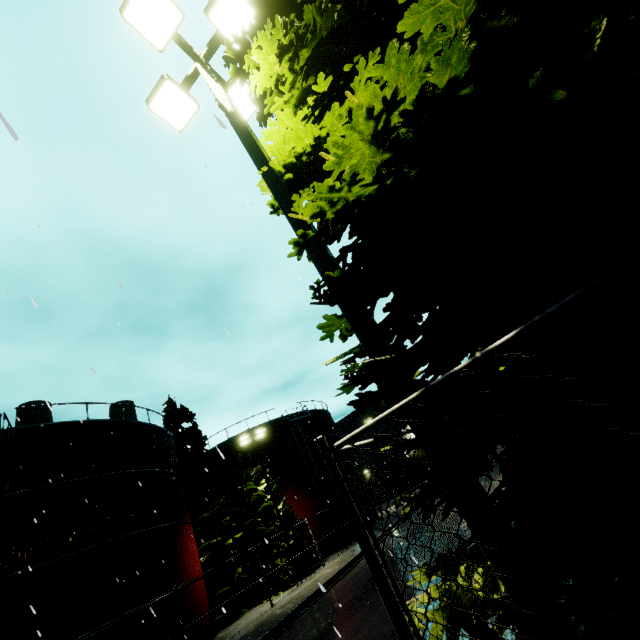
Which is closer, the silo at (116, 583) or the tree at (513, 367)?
the tree at (513, 367)

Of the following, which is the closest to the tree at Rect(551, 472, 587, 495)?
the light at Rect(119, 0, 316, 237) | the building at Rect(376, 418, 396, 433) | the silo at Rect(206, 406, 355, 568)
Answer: the light at Rect(119, 0, 316, 237)

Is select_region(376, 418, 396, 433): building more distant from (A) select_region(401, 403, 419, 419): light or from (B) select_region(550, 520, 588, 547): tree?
(A) select_region(401, 403, 419, 419): light

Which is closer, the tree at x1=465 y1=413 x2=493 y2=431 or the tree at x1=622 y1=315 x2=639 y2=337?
the tree at x1=622 y1=315 x2=639 y2=337

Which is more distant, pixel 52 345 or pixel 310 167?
pixel 52 345

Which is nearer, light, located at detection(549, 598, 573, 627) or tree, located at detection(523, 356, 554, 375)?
light, located at detection(549, 598, 573, 627)

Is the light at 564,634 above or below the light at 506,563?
below

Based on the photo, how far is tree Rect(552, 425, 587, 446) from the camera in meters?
2.7
